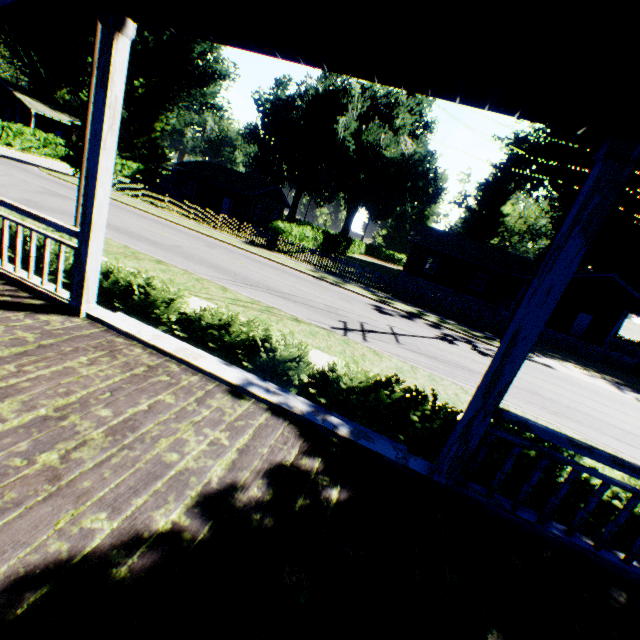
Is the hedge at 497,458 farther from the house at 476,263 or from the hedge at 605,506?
the house at 476,263

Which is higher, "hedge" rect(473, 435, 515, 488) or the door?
the door

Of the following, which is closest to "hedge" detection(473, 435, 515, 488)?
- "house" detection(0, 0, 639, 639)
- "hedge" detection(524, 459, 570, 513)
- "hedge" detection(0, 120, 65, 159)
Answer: "hedge" detection(524, 459, 570, 513)

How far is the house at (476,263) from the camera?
31.40m

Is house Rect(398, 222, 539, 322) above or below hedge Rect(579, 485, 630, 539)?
above

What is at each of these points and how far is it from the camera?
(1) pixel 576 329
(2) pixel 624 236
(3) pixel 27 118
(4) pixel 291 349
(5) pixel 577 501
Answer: (1) door, 30.88m
(2) plant, 43.88m
(3) house, 45.47m
(4) hedge, 6.29m
(5) hedge, 4.93m

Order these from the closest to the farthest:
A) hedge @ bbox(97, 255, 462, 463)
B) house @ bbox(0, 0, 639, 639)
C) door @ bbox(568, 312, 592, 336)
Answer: house @ bbox(0, 0, 639, 639) < hedge @ bbox(97, 255, 462, 463) < door @ bbox(568, 312, 592, 336)

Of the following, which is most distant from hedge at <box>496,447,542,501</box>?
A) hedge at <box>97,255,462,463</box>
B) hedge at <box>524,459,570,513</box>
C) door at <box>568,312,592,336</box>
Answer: door at <box>568,312,592,336</box>
